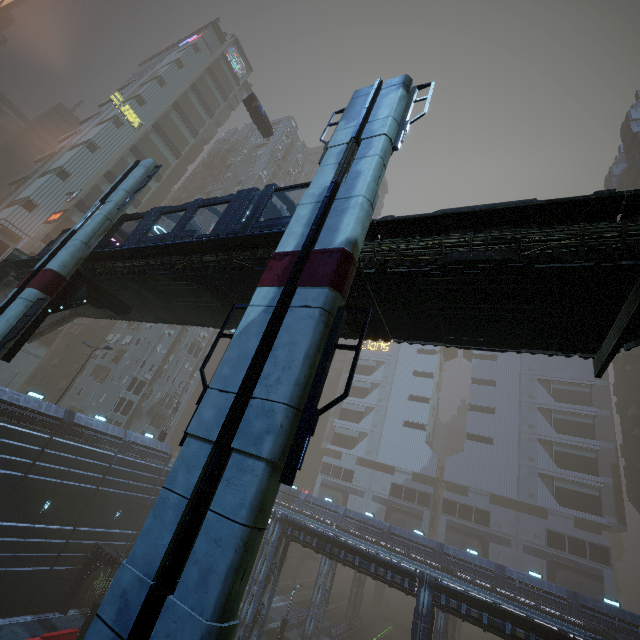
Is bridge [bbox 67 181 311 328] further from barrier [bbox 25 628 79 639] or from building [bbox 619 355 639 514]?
barrier [bbox 25 628 79 639]

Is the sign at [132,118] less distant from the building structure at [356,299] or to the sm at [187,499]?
the sm at [187,499]

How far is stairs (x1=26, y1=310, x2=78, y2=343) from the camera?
24.7 meters

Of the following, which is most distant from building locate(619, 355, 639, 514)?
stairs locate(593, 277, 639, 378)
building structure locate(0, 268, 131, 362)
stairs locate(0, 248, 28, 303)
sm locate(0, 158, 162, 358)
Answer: building structure locate(0, 268, 131, 362)

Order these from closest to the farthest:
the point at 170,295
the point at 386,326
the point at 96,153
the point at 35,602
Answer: the point at 386,326, the point at 170,295, the point at 35,602, the point at 96,153

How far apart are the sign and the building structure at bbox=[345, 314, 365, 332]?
55.82m

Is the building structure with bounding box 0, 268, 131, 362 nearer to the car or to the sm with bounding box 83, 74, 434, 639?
the sm with bounding box 83, 74, 434, 639

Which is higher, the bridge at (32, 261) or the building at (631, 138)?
the building at (631, 138)
